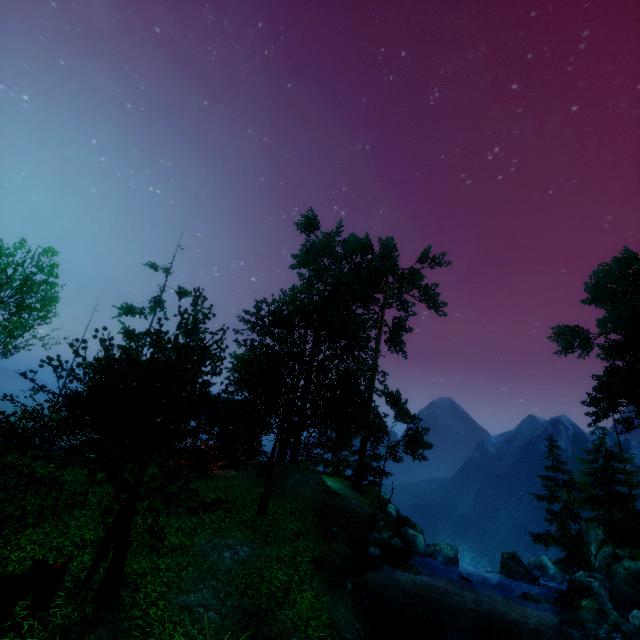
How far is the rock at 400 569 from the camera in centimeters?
1380cm

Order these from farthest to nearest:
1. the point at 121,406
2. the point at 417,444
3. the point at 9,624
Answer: the point at 417,444
the point at 121,406
the point at 9,624

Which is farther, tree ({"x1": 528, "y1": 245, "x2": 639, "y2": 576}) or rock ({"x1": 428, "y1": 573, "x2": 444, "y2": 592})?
tree ({"x1": 528, "y1": 245, "x2": 639, "y2": 576})

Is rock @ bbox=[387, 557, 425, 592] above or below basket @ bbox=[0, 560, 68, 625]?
below

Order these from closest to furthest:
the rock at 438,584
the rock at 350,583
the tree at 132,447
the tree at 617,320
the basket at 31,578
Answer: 1. the basket at 31,578
2. the tree at 132,447
3. the rock at 350,583
4. the rock at 438,584
5. the tree at 617,320

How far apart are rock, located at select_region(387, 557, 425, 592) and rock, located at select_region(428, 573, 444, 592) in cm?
116

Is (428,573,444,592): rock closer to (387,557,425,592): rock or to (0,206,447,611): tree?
(387,557,425,592): rock

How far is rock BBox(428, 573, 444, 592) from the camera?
15.3m
